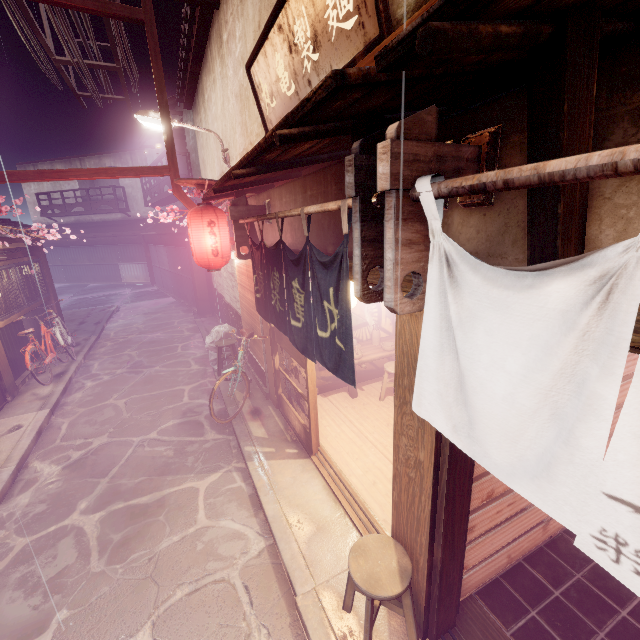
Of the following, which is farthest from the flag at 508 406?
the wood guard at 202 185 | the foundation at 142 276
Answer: the wood guard at 202 185

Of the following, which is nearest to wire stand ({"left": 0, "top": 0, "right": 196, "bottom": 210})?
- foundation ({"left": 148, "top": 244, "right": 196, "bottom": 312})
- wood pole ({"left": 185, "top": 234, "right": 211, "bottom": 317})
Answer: wood pole ({"left": 185, "top": 234, "right": 211, "bottom": 317})

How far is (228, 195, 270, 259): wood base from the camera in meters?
9.2

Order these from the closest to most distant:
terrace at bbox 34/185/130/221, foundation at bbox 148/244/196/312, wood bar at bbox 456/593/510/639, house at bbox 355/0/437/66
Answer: house at bbox 355/0/437/66 → wood bar at bbox 456/593/510/639 → foundation at bbox 148/244/196/312 → terrace at bbox 34/185/130/221

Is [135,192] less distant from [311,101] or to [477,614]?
[311,101]

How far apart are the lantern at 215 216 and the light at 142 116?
3.6m

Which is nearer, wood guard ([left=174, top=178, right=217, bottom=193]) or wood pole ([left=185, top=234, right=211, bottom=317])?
wood guard ([left=174, top=178, right=217, bottom=193])

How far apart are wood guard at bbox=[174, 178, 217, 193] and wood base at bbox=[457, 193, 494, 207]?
8.3 meters
